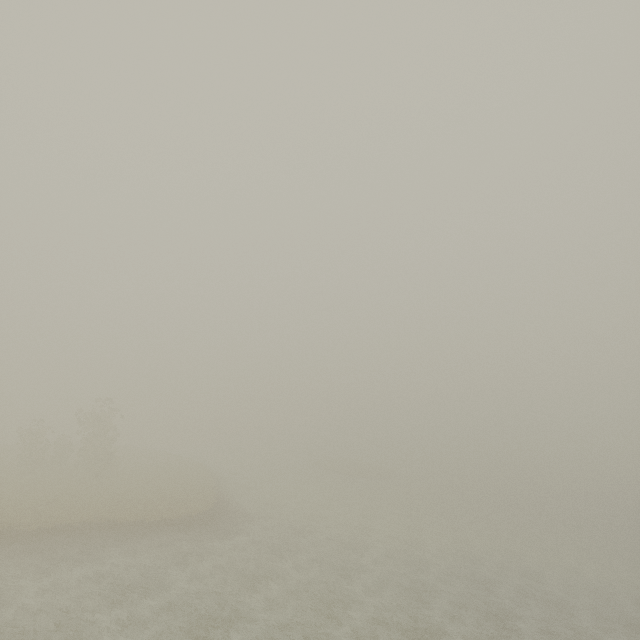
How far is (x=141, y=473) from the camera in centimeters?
3700cm
